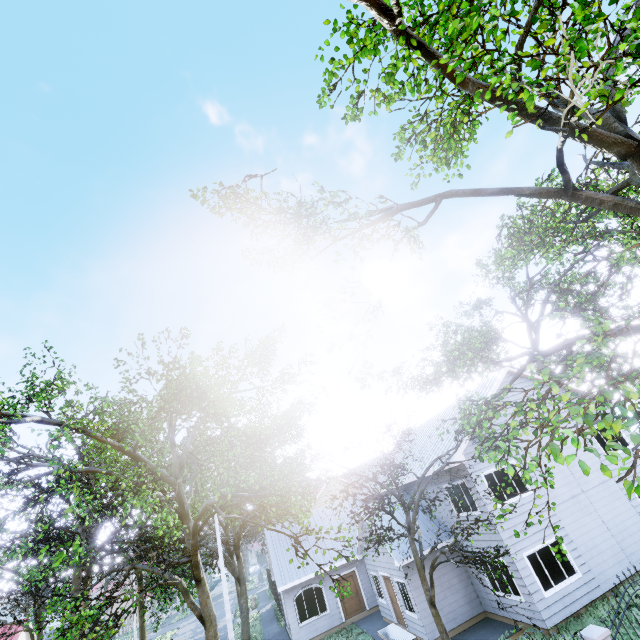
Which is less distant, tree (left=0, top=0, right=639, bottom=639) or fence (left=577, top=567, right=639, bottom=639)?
tree (left=0, top=0, right=639, bottom=639)

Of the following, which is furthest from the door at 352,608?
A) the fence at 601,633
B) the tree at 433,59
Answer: the fence at 601,633

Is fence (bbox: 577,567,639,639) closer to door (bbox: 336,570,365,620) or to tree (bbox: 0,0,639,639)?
tree (bbox: 0,0,639,639)

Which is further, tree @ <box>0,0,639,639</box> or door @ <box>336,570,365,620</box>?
door @ <box>336,570,365,620</box>

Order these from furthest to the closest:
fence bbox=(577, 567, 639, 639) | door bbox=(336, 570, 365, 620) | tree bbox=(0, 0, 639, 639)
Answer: door bbox=(336, 570, 365, 620) < fence bbox=(577, 567, 639, 639) < tree bbox=(0, 0, 639, 639)

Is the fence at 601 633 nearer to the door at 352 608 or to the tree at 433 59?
the tree at 433 59

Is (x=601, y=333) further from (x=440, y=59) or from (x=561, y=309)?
(x=561, y=309)
